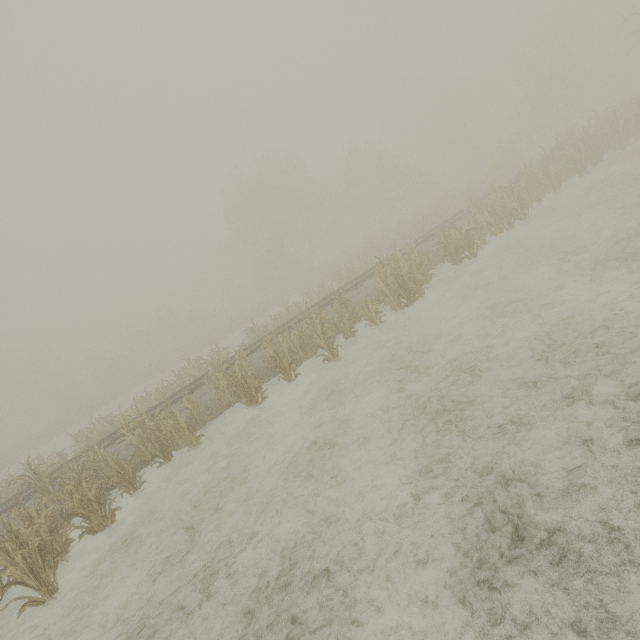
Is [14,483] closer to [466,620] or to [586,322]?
[466,620]
